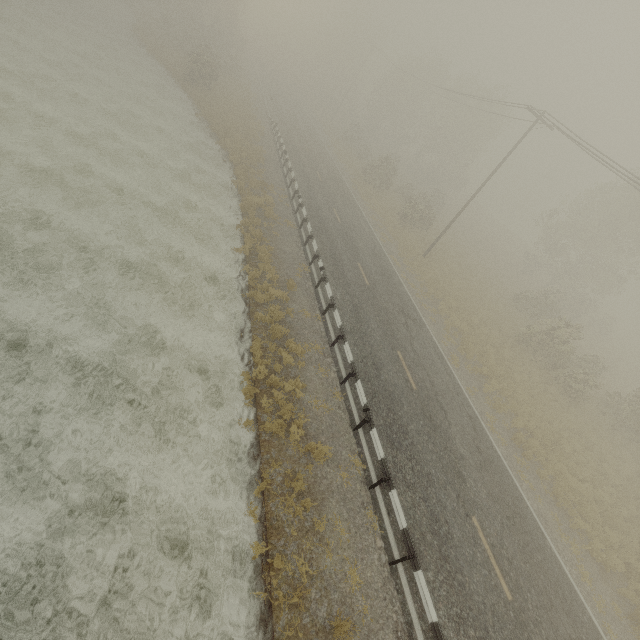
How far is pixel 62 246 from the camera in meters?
12.5
